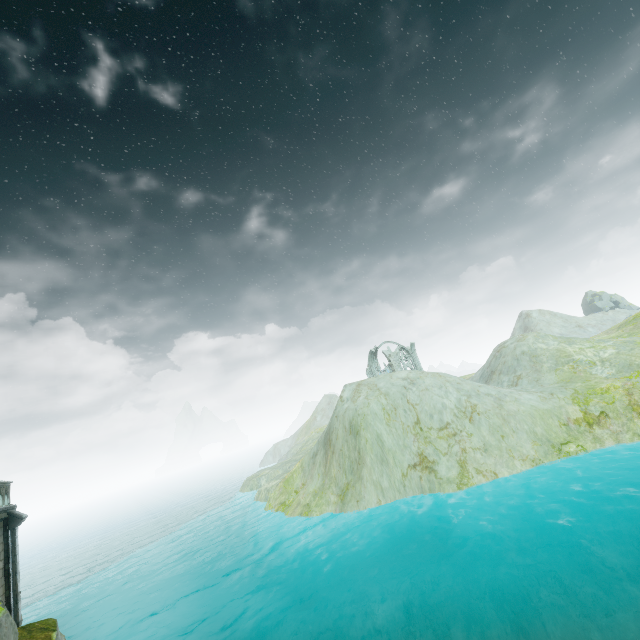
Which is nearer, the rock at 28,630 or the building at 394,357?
the rock at 28,630

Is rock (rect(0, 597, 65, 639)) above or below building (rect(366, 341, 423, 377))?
below

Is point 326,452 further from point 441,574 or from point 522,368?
point 522,368

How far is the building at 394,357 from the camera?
53.75m

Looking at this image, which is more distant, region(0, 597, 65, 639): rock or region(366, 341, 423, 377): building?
region(366, 341, 423, 377): building

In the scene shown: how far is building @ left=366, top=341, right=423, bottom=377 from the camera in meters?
53.7 m
